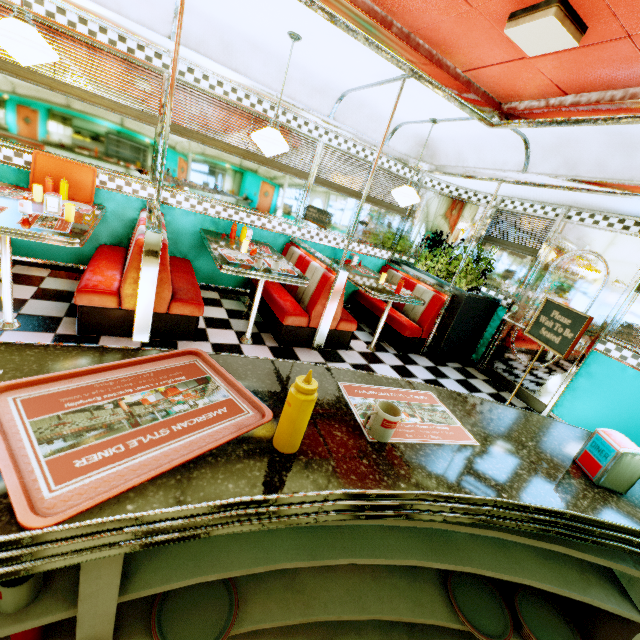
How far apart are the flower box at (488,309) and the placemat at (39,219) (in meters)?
4.68

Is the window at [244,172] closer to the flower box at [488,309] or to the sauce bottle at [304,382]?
the flower box at [488,309]

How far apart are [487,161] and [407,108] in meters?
1.3

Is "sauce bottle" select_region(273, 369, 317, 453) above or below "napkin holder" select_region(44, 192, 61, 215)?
above

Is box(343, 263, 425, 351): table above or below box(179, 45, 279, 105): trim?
below

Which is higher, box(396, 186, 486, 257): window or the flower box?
box(396, 186, 486, 257): window

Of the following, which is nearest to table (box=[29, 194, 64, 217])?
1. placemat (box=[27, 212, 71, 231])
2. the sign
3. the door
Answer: placemat (box=[27, 212, 71, 231])

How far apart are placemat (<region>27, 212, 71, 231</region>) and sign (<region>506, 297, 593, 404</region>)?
4.5m
